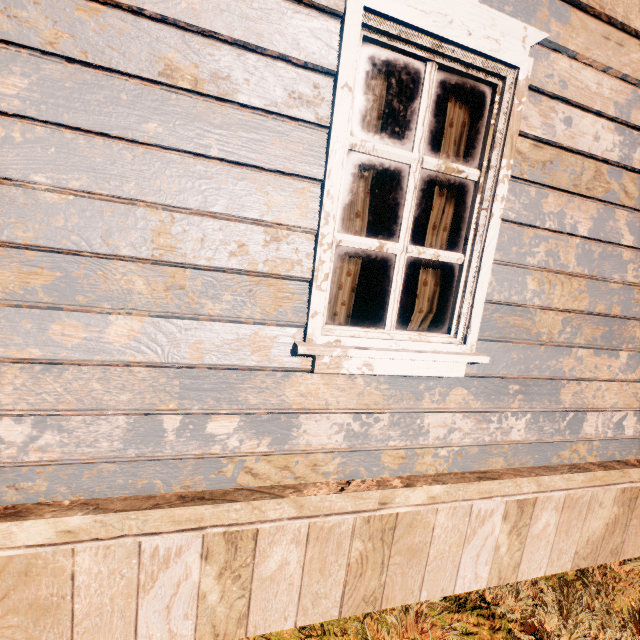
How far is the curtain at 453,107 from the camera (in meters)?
1.67

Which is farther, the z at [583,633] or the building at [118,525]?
the z at [583,633]

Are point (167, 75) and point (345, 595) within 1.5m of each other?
no

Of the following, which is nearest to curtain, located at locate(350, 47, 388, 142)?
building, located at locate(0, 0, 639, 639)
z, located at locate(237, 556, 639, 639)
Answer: building, located at locate(0, 0, 639, 639)

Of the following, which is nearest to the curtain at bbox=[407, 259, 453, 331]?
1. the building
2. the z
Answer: the building

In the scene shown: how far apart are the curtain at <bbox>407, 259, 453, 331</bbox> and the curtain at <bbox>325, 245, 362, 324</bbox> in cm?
37
